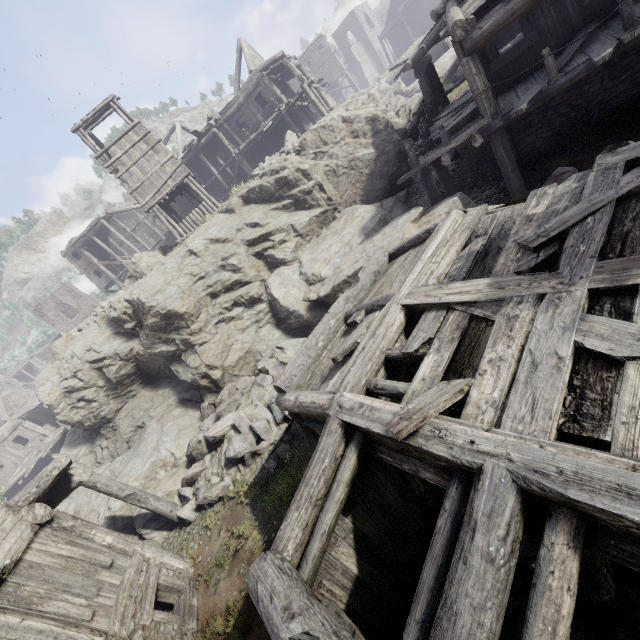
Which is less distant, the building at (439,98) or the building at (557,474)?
the building at (557,474)

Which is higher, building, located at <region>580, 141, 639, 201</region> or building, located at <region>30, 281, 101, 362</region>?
building, located at <region>30, 281, 101, 362</region>

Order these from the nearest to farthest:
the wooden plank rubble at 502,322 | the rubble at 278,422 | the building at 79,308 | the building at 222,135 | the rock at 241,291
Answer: the wooden plank rubble at 502,322, the rubble at 278,422, the rock at 241,291, the building at 222,135, the building at 79,308

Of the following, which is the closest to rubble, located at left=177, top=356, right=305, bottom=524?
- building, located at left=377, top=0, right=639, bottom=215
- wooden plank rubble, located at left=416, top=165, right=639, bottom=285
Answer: building, located at left=377, top=0, right=639, bottom=215

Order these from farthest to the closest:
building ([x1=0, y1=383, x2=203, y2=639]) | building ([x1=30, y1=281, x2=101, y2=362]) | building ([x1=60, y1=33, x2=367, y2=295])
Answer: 1. building ([x1=30, y1=281, x2=101, y2=362])
2. building ([x1=60, y1=33, x2=367, y2=295])
3. building ([x1=0, y1=383, x2=203, y2=639])

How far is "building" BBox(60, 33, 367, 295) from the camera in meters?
19.5

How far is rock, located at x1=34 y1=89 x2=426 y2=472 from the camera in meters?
13.6 m

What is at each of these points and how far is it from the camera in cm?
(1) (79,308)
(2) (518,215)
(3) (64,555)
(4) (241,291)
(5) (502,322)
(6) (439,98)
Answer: (1) building, 4744
(2) wooden plank rubble, 521
(3) building, 667
(4) rock, 1438
(5) wooden plank rubble, 371
(6) building, 1703
